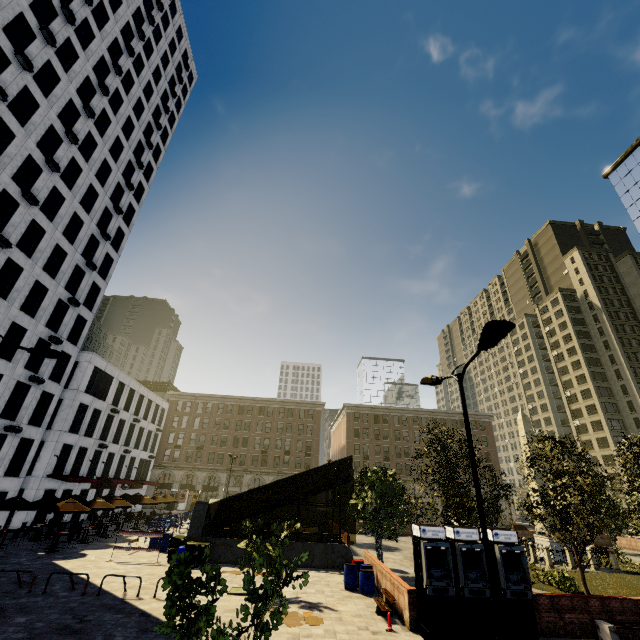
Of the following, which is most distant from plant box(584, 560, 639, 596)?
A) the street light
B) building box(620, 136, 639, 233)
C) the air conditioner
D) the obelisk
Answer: the air conditioner

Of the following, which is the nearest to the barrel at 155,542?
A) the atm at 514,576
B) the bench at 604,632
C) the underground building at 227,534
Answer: the underground building at 227,534

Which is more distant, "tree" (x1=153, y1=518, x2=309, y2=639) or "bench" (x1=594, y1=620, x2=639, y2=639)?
"bench" (x1=594, y1=620, x2=639, y2=639)

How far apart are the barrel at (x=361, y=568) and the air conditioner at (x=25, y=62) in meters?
40.0 m

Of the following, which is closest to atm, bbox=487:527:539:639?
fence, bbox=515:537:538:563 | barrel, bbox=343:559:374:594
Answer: barrel, bbox=343:559:374:594

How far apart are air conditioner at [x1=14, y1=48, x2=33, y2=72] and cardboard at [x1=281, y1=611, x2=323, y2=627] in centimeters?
3785cm

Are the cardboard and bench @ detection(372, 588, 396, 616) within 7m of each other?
yes

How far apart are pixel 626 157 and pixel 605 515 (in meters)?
72.26
